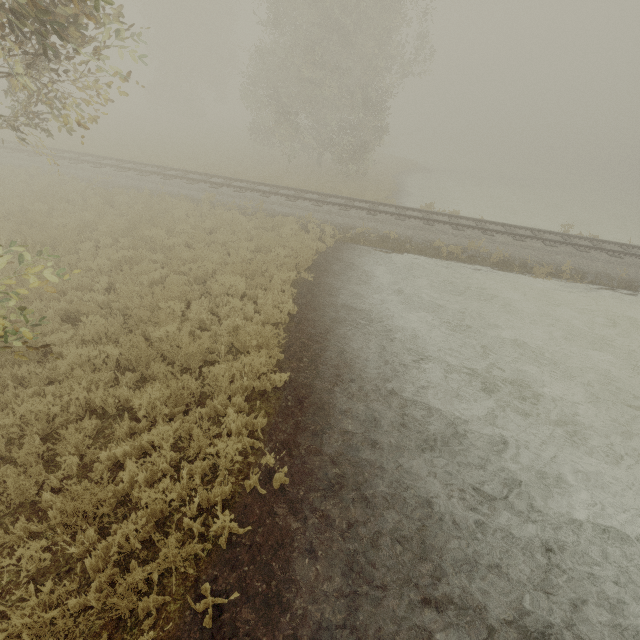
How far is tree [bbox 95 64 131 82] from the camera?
5.2m

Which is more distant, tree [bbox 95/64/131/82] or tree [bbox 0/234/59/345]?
tree [bbox 95/64/131/82]

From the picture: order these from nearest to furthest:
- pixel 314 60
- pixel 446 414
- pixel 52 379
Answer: pixel 52 379 → pixel 446 414 → pixel 314 60

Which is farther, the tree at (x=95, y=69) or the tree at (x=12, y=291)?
the tree at (x=95, y=69)

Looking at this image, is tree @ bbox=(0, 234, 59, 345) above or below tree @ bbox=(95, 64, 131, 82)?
below

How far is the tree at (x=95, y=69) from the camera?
5.2 meters
